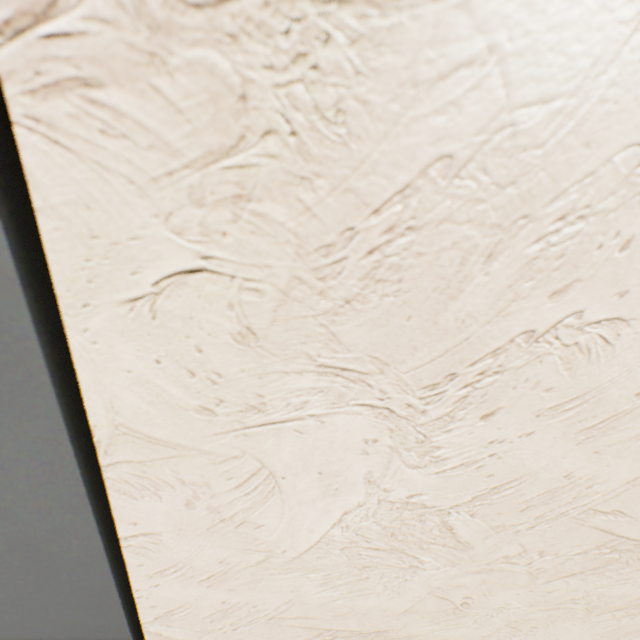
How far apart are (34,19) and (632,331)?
0.61m
